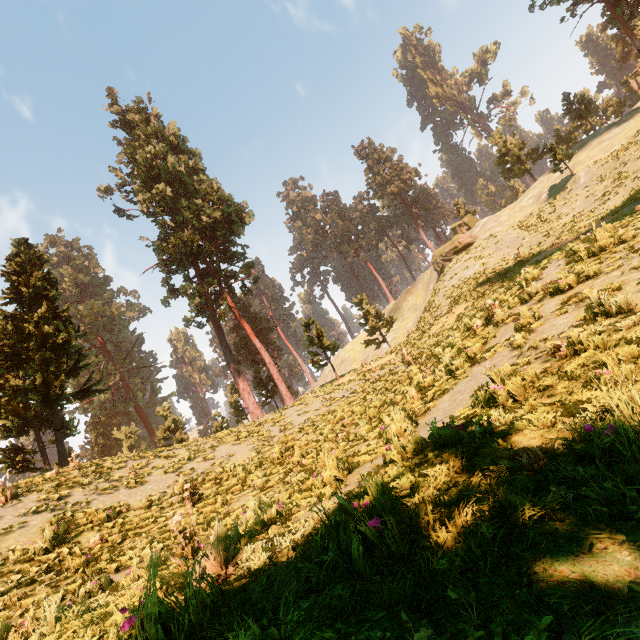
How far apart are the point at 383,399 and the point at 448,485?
Result: 9.66m

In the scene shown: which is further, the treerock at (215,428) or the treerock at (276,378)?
the treerock at (276,378)

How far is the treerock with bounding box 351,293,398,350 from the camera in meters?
37.1 m

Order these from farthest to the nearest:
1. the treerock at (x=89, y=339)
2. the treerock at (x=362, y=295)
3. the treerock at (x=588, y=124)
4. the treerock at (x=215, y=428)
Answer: the treerock at (x=588, y=124) < the treerock at (x=362, y=295) < the treerock at (x=215, y=428) < the treerock at (x=89, y=339)

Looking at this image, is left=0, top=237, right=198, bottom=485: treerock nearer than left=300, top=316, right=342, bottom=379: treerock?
Yes

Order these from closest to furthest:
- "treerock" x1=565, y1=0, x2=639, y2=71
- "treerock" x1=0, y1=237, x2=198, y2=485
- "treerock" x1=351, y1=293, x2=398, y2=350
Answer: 1. "treerock" x1=0, y1=237, x2=198, y2=485
2. "treerock" x1=565, y1=0, x2=639, y2=71
3. "treerock" x1=351, y1=293, x2=398, y2=350
